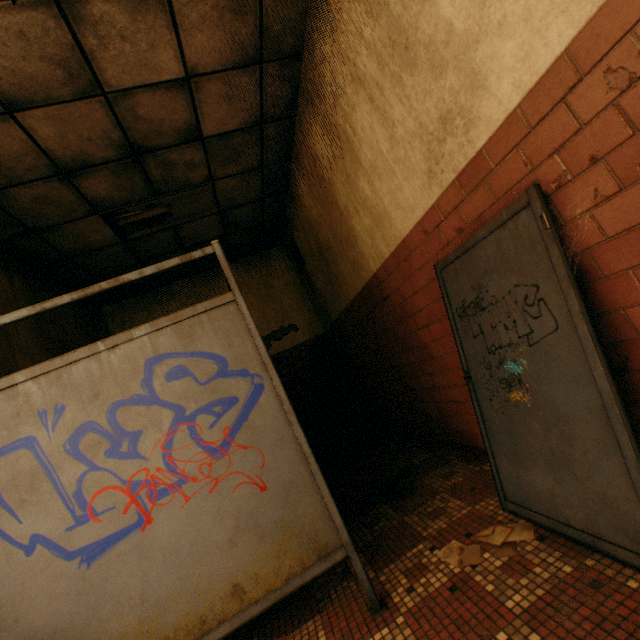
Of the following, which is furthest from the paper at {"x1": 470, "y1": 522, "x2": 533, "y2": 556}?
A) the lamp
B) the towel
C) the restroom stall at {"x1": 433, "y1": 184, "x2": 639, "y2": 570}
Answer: the lamp

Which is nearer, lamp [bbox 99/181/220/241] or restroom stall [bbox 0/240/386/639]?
restroom stall [bbox 0/240/386/639]

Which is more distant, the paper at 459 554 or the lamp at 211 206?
the lamp at 211 206

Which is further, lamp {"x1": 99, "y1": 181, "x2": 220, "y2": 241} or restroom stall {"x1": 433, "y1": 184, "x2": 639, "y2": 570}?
lamp {"x1": 99, "y1": 181, "x2": 220, "y2": 241}

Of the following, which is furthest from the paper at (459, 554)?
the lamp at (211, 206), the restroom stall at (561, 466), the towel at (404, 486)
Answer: the lamp at (211, 206)

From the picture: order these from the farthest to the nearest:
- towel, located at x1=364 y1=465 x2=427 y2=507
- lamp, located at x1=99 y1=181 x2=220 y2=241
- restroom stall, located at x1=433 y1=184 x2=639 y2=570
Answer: lamp, located at x1=99 y1=181 x2=220 y2=241 → towel, located at x1=364 y1=465 x2=427 y2=507 → restroom stall, located at x1=433 y1=184 x2=639 y2=570

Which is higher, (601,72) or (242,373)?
(601,72)

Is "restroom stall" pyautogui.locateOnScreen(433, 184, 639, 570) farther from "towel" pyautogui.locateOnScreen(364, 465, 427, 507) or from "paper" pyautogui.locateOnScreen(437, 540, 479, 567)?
"towel" pyautogui.locateOnScreen(364, 465, 427, 507)
